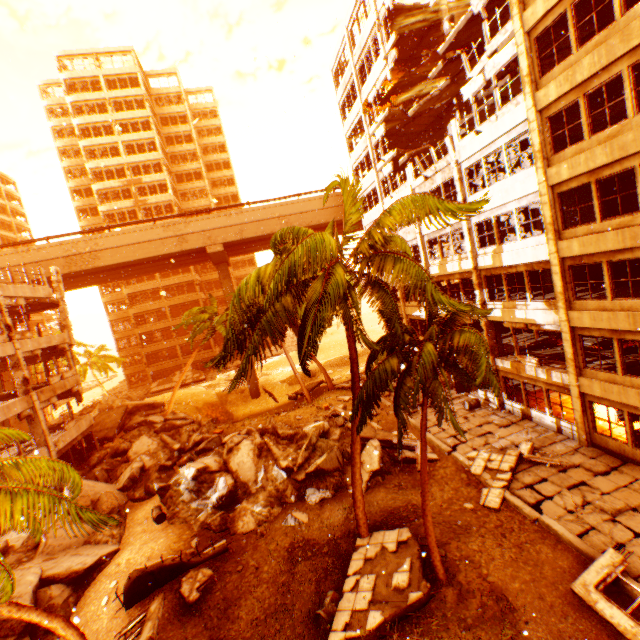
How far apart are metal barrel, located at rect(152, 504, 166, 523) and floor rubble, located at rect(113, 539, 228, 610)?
3.6m

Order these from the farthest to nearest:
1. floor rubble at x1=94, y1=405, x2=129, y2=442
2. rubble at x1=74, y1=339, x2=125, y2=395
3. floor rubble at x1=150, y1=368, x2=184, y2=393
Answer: floor rubble at x1=150, y1=368, x2=184, y2=393 < rubble at x1=74, y1=339, x2=125, y2=395 < floor rubble at x1=94, y1=405, x2=129, y2=442

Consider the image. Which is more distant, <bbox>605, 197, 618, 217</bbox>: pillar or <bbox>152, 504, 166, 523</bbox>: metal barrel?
<bbox>605, 197, 618, 217</bbox>: pillar

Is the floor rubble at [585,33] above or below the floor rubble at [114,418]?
above

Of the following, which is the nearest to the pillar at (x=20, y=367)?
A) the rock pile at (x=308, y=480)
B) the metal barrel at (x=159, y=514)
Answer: the rock pile at (x=308, y=480)

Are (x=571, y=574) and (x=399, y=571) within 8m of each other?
yes

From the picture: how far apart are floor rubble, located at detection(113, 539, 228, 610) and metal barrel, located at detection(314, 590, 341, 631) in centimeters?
308cm

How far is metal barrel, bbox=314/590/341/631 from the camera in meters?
9.4 m
